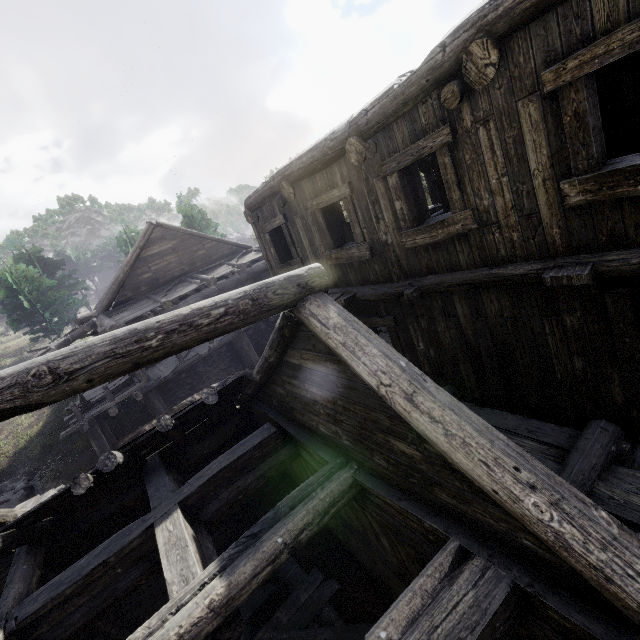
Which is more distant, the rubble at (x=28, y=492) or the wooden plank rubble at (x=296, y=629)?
the rubble at (x=28, y=492)

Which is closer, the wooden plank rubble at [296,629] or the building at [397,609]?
the building at [397,609]

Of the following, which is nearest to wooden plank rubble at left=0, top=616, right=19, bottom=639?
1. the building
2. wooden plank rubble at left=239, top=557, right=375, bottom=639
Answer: the building

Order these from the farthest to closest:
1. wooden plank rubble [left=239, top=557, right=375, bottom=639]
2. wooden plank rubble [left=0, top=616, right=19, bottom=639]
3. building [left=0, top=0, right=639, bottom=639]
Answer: wooden plank rubble [left=239, top=557, right=375, bottom=639]
wooden plank rubble [left=0, top=616, right=19, bottom=639]
building [left=0, top=0, right=639, bottom=639]

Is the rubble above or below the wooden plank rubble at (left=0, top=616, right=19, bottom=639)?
below

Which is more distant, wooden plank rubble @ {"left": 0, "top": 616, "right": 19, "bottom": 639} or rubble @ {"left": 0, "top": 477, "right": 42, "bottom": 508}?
rubble @ {"left": 0, "top": 477, "right": 42, "bottom": 508}

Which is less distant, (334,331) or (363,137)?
(334,331)

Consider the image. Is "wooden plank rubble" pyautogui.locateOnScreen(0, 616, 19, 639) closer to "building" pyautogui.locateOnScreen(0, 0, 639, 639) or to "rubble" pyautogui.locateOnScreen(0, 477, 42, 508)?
"building" pyautogui.locateOnScreen(0, 0, 639, 639)
